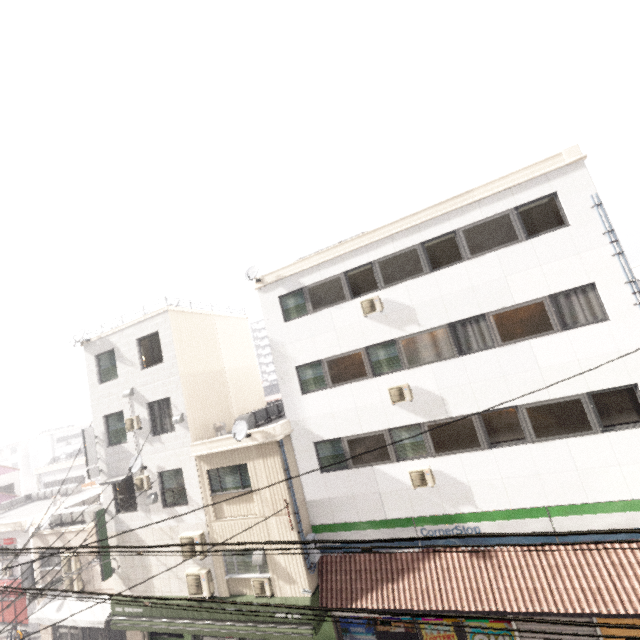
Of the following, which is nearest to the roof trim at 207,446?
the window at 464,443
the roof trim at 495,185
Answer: the window at 464,443

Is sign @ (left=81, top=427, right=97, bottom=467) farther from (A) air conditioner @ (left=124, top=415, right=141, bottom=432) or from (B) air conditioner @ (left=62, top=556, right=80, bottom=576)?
(B) air conditioner @ (left=62, top=556, right=80, bottom=576)

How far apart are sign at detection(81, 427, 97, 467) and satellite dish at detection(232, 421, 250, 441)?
8.3 meters

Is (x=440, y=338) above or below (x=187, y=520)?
above

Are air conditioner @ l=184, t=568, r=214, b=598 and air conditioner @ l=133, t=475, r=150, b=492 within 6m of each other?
yes

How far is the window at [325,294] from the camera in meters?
12.3 m

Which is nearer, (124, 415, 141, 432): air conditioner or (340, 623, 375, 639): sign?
(340, 623, 375, 639): sign

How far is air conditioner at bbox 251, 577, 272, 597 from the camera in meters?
11.5 m
